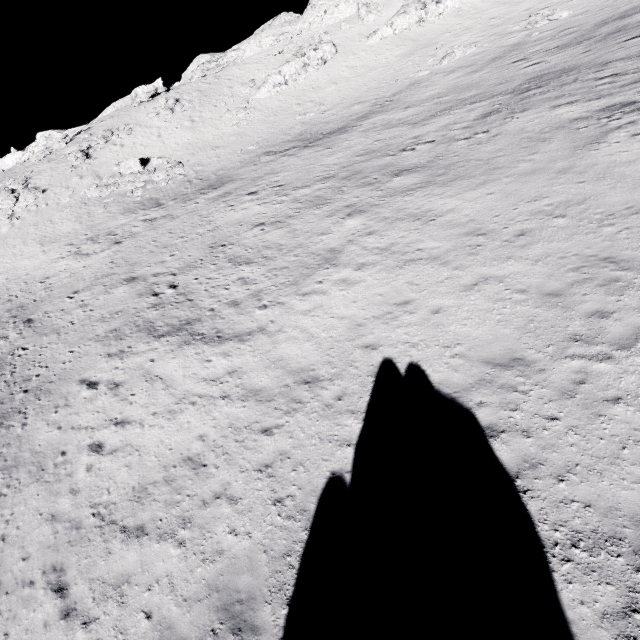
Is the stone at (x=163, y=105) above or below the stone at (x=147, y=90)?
below

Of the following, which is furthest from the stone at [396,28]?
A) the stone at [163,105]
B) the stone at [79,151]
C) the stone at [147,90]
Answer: the stone at [79,151]

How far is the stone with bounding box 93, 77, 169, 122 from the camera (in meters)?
45.44

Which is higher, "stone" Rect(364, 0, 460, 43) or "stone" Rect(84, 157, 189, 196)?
"stone" Rect(364, 0, 460, 43)

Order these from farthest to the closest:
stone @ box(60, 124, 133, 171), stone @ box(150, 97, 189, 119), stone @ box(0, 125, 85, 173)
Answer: stone @ box(0, 125, 85, 173), stone @ box(150, 97, 189, 119), stone @ box(60, 124, 133, 171)

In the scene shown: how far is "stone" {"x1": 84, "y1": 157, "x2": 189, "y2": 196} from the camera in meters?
32.9 m

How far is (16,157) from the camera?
48.0 meters

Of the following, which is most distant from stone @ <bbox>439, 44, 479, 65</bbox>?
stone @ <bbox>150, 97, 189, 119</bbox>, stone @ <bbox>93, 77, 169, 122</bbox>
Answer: stone @ <bbox>93, 77, 169, 122</bbox>
